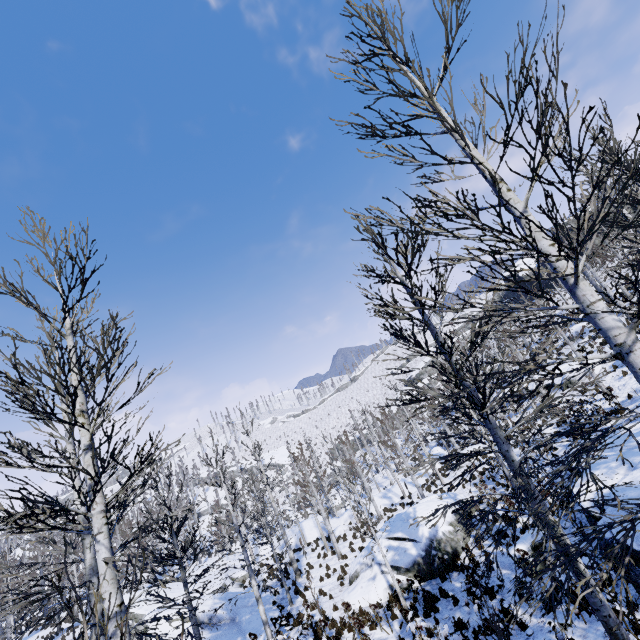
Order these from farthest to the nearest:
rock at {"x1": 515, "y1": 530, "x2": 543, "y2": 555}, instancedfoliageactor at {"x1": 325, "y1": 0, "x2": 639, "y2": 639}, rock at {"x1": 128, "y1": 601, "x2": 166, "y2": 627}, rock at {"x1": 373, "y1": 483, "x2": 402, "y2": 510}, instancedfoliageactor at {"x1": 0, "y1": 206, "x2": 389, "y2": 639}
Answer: rock at {"x1": 373, "y1": 483, "x2": 402, "y2": 510}
rock at {"x1": 128, "y1": 601, "x2": 166, "y2": 627}
rock at {"x1": 515, "y1": 530, "x2": 543, "y2": 555}
instancedfoliageactor at {"x1": 0, "y1": 206, "x2": 389, "y2": 639}
instancedfoliageactor at {"x1": 325, "y1": 0, "x2": 639, "y2": 639}

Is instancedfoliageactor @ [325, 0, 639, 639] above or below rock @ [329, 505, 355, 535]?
above

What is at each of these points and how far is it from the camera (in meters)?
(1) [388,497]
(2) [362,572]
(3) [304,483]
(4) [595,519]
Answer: (1) rock, 32.03
(2) rock, 15.73
(3) instancedfoliageactor, 47.03
(4) rock, 10.23

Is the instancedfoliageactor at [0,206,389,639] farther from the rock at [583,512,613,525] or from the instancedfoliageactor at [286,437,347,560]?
the instancedfoliageactor at [286,437,347,560]

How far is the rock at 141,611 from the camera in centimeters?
1713cm

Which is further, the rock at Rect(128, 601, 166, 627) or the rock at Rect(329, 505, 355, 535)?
the rock at Rect(329, 505, 355, 535)

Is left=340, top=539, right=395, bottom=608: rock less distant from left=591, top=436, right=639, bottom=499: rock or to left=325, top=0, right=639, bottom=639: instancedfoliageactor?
left=325, top=0, right=639, bottom=639: instancedfoliageactor

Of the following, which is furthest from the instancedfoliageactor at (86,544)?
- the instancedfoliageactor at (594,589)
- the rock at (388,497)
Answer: the instancedfoliageactor at (594,589)
